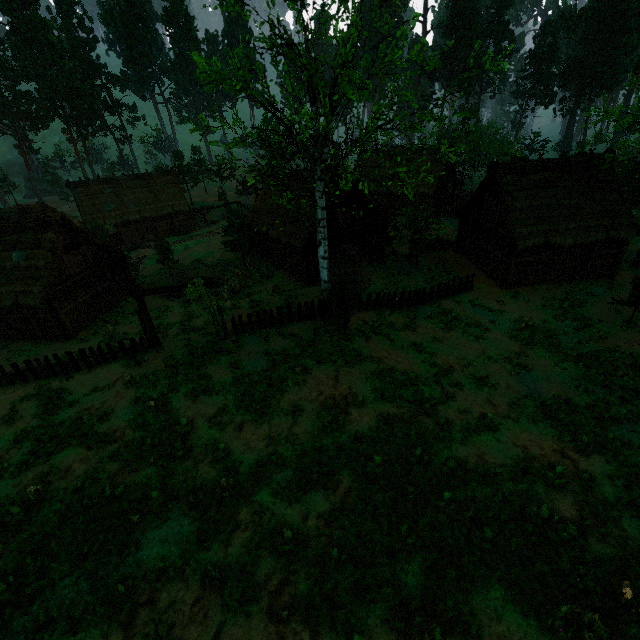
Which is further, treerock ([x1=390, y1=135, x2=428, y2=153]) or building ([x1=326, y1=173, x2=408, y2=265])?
building ([x1=326, y1=173, x2=408, y2=265])

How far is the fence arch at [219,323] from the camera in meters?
16.3

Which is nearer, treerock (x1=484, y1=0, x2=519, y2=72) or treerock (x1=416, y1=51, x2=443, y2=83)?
treerock (x1=416, y1=51, x2=443, y2=83)

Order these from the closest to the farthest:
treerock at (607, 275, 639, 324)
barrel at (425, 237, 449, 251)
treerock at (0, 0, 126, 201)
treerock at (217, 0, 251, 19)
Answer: treerock at (217, 0, 251, 19), treerock at (607, 275, 639, 324), barrel at (425, 237, 449, 251), treerock at (0, 0, 126, 201)

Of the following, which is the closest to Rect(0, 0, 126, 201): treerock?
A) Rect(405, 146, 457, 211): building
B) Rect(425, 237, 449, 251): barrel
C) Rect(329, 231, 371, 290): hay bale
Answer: Rect(405, 146, 457, 211): building

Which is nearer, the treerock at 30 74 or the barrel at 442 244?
the barrel at 442 244

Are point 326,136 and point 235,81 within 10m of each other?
yes

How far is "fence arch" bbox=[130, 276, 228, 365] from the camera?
16.3 meters
